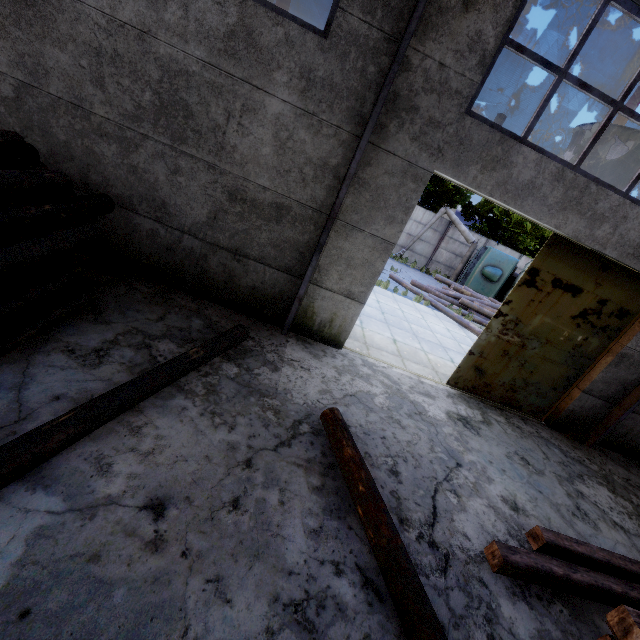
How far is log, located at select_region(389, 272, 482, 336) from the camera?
13.27m

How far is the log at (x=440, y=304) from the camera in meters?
13.3 m

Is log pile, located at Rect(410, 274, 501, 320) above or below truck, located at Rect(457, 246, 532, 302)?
below

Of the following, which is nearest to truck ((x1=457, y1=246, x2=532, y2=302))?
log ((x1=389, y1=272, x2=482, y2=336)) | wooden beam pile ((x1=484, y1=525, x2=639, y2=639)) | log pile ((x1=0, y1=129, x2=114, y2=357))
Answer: log ((x1=389, y1=272, x2=482, y2=336))

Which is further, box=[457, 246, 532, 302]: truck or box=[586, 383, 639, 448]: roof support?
box=[457, 246, 532, 302]: truck

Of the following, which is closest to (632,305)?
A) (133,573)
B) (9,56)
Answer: (133,573)

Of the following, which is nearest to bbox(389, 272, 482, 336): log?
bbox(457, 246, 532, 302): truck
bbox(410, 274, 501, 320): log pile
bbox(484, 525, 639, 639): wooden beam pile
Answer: bbox(410, 274, 501, 320): log pile

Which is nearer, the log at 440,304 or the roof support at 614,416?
the roof support at 614,416
